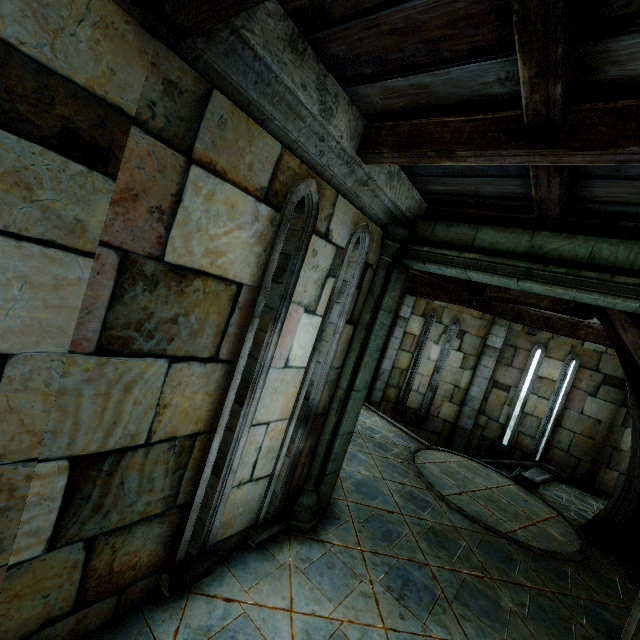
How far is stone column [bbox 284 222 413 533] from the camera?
3.8m

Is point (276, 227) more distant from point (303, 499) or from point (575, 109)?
point (303, 499)

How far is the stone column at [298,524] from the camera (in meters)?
3.83

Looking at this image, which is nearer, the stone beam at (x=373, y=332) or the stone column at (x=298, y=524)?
the stone beam at (x=373, y=332)

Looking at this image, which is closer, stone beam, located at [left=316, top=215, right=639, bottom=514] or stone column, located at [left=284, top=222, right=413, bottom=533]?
stone beam, located at [left=316, top=215, right=639, bottom=514]
